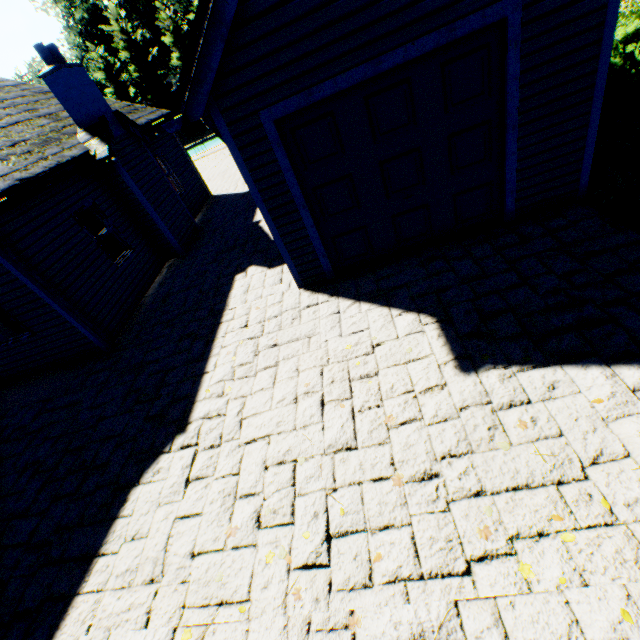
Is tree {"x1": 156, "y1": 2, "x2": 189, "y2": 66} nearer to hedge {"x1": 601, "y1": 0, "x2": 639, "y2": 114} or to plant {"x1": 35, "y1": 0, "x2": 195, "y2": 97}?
plant {"x1": 35, "y1": 0, "x2": 195, "y2": 97}

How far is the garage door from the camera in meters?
4.3 m

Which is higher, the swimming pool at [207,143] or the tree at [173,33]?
the tree at [173,33]

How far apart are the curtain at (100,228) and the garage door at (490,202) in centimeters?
617cm

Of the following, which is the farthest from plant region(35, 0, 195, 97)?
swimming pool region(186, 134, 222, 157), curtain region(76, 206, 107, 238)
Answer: curtain region(76, 206, 107, 238)

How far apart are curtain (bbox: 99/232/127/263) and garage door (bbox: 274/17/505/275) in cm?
617

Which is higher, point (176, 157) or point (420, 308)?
point (176, 157)
